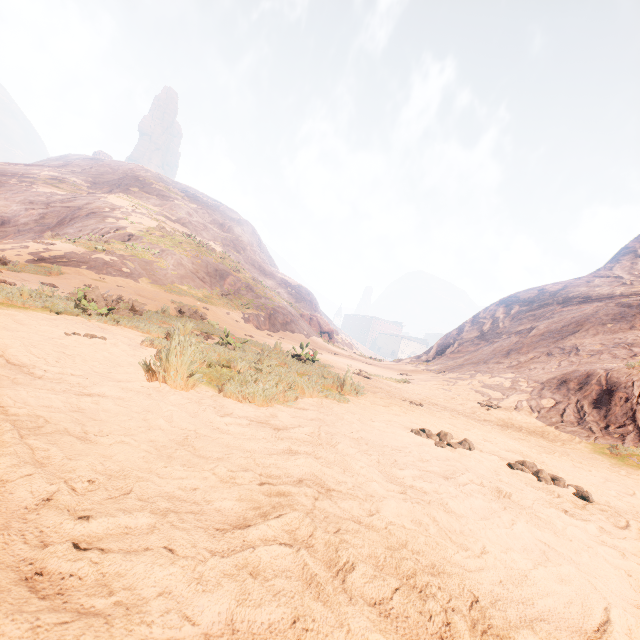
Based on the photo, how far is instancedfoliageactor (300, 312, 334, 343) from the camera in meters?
35.7

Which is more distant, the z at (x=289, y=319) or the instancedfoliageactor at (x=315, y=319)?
the instancedfoliageactor at (x=315, y=319)

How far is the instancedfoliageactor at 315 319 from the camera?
35.67m

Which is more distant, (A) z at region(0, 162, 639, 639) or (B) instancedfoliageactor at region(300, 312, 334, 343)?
(B) instancedfoliageactor at region(300, 312, 334, 343)

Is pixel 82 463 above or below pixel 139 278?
below
